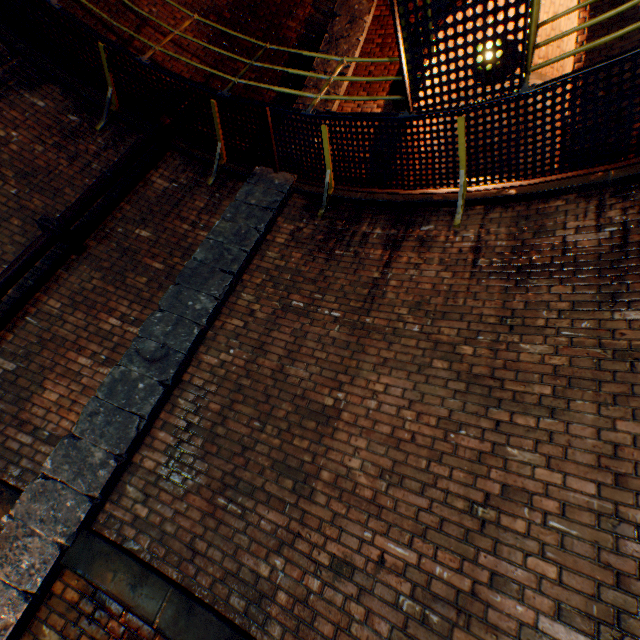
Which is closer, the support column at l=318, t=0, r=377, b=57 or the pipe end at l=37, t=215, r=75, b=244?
the pipe end at l=37, t=215, r=75, b=244

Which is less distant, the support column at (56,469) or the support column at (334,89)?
the support column at (56,469)

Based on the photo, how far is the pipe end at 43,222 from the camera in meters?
3.8

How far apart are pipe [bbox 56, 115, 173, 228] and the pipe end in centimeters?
12cm

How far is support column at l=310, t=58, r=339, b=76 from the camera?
5.60m

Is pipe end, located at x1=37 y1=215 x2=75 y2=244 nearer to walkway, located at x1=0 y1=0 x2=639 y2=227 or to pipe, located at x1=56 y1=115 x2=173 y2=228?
pipe, located at x1=56 y1=115 x2=173 y2=228

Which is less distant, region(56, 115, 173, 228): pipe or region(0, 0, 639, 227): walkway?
region(0, 0, 639, 227): walkway

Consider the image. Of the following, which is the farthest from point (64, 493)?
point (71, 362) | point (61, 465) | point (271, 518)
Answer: point (271, 518)
